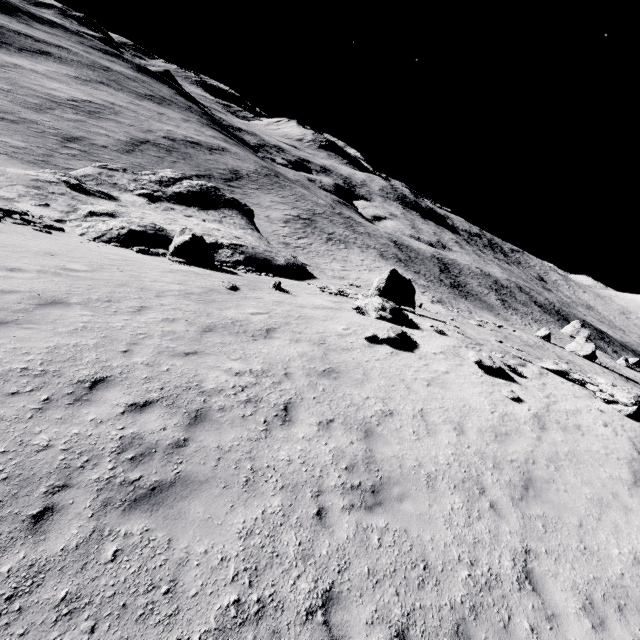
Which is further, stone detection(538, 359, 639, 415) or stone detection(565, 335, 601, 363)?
stone detection(565, 335, 601, 363)

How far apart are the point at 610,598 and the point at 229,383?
8.9m

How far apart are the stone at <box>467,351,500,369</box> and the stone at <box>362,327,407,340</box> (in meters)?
2.69

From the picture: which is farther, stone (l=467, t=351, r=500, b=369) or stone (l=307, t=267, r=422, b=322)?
stone (l=307, t=267, r=422, b=322)

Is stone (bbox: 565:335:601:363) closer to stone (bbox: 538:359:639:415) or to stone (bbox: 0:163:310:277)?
stone (bbox: 538:359:639:415)

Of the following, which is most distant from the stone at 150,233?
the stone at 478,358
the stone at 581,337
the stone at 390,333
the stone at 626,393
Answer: the stone at 581,337

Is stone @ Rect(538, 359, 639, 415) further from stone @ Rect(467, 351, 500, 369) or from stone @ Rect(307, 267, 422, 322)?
stone @ Rect(307, 267, 422, 322)

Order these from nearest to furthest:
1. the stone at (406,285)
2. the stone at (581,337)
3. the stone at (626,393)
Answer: the stone at (626,393) → the stone at (406,285) → the stone at (581,337)
